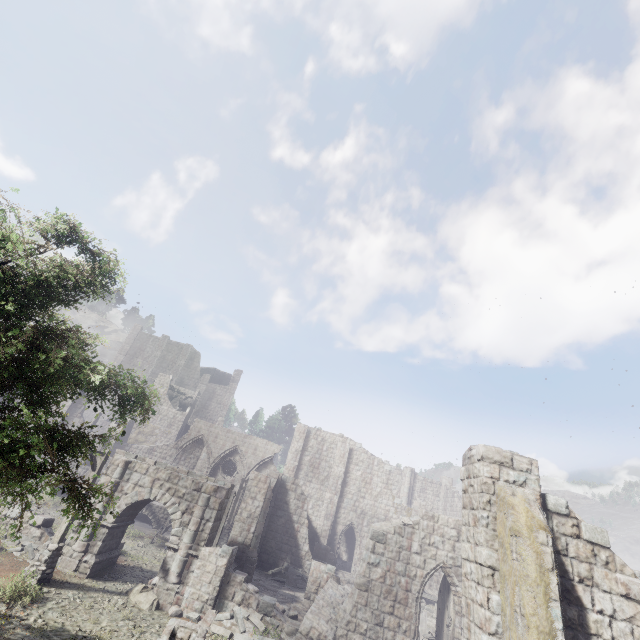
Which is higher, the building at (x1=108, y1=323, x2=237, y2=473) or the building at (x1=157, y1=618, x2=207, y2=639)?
Answer: the building at (x1=108, y1=323, x2=237, y2=473)

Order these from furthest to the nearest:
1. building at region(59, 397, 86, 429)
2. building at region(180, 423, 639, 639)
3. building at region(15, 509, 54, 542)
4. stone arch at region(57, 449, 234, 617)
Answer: building at region(59, 397, 86, 429) < building at region(15, 509, 54, 542) < stone arch at region(57, 449, 234, 617) < building at region(180, 423, 639, 639)

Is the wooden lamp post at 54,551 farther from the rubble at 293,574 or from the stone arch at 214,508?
the rubble at 293,574

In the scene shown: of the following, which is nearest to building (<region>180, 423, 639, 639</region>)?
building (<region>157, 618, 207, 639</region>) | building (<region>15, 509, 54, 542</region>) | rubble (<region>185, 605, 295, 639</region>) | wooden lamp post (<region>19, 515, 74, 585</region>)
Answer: rubble (<region>185, 605, 295, 639</region>)

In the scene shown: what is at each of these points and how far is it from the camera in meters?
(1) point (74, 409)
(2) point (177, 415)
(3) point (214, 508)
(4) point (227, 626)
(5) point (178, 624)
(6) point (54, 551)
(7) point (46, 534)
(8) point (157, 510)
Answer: (1) building, 32.8
(2) building, 44.7
(3) stone arch, 15.6
(4) rubble, 12.8
(5) building, 10.4
(6) wooden lamp post, 12.5
(7) building, 14.8
(8) building base, 25.6

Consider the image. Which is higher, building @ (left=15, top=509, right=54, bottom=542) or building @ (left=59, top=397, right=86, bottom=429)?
building @ (left=59, top=397, right=86, bottom=429)

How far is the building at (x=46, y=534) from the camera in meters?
14.7 m

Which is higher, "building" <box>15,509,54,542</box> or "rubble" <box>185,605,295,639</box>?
"building" <box>15,509,54,542</box>
